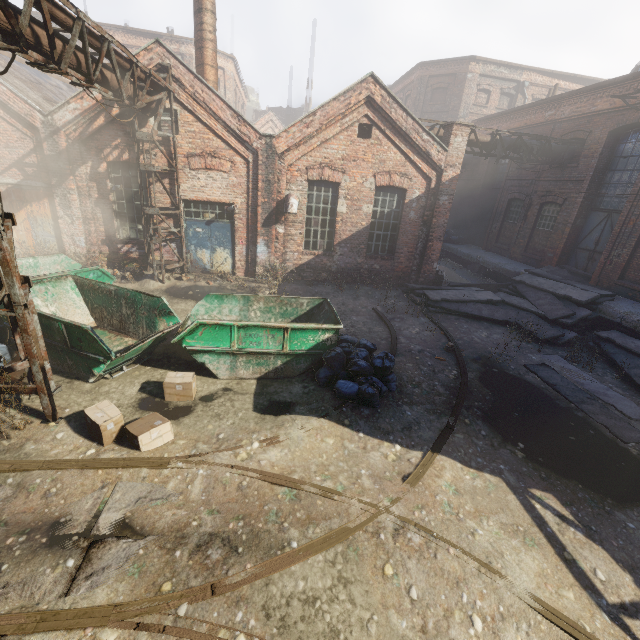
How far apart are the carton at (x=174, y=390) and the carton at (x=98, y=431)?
0.7 meters

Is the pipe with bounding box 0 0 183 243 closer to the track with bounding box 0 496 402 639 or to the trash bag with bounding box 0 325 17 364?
the track with bounding box 0 496 402 639

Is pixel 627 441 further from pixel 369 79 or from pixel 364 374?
pixel 369 79

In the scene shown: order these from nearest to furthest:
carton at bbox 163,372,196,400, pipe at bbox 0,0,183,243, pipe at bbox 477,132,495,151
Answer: pipe at bbox 0,0,183,243 → carton at bbox 163,372,196,400 → pipe at bbox 477,132,495,151

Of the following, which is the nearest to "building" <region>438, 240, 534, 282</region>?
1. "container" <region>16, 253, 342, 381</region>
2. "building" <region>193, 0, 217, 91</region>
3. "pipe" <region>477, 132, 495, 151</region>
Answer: "pipe" <region>477, 132, 495, 151</region>

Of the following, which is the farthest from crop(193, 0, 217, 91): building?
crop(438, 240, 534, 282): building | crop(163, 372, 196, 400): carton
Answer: crop(438, 240, 534, 282): building

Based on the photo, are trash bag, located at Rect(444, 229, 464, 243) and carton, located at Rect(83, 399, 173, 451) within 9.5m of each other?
no

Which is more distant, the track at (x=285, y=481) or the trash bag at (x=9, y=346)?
the trash bag at (x=9, y=346)
